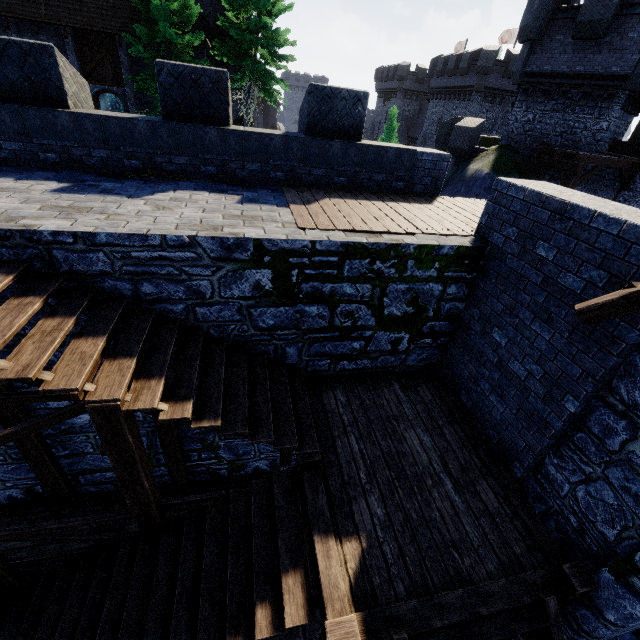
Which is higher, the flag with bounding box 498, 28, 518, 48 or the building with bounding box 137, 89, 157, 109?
the flag with bounding box 498, 28, 518, 48

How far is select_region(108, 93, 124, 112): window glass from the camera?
31.13m

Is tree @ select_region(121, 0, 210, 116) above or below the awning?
above

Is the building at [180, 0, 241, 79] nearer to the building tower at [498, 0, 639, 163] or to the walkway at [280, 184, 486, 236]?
the building tower at [498, 0, 639, 163]

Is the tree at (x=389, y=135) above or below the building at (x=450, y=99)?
below

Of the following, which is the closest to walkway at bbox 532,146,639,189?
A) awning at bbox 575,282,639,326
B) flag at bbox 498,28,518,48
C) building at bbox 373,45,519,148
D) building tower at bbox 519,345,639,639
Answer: building tower at bbox 519,345,639,639

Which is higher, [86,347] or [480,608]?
[86,347]

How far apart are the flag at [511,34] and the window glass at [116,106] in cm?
4372
